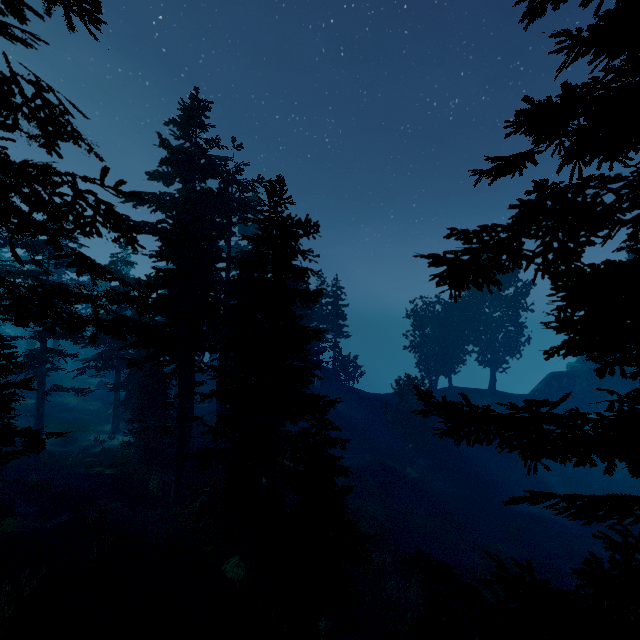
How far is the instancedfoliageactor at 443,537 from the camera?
24.5m

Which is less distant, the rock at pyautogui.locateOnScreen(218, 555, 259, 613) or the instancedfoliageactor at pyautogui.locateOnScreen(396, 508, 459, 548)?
the rock at pyautogui.locateOnScreen(218, 555, 259, 613)

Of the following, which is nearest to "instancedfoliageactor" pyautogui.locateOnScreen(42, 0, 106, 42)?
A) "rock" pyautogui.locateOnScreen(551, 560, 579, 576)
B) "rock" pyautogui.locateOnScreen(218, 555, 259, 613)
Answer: "rock" pyautogui.locateOnScreen(218, 555, 259, 613)

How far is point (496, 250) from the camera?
4.3 meters

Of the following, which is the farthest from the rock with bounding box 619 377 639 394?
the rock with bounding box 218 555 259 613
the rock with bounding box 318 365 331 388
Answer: the rock with bounding box 218 555 259 613

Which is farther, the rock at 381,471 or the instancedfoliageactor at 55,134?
the rock at 381,471

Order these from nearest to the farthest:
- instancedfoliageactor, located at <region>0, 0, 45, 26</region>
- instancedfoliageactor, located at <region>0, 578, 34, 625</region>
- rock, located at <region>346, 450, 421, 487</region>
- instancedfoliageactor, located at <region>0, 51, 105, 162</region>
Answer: instancedfoliageactor, located at <region>0, 0, 45, 26</region>, instancedfoliageactor, located at <region>0, 51, 105, 162</region>, instancedfoliageactor, located at <region>0, 578, 34, 625</region>, rock, located at <region>346, 450, 421, 487</region>

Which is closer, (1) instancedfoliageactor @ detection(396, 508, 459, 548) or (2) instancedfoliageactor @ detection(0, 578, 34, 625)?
(2) instancedfoliageactor @ detection(0, 578, 34, 625)
